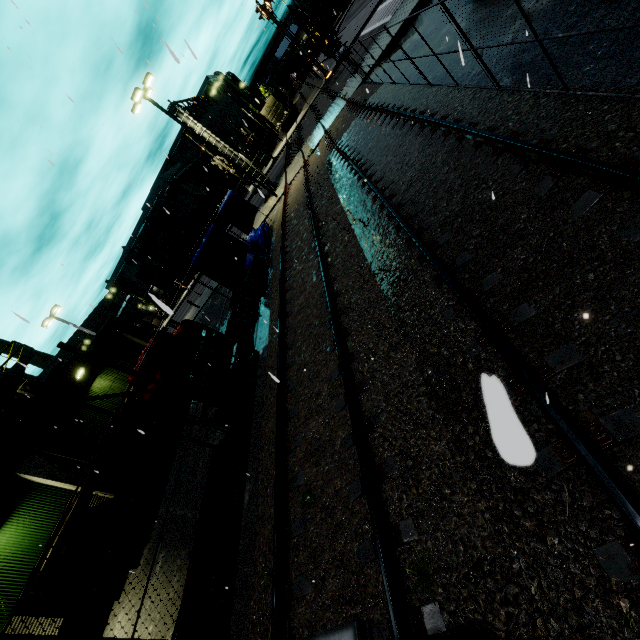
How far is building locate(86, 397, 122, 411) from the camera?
14.6m

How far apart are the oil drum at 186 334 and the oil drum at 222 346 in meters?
0.4 m

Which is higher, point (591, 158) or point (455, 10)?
point (591, 158)

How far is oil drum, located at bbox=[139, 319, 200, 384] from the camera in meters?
8.1

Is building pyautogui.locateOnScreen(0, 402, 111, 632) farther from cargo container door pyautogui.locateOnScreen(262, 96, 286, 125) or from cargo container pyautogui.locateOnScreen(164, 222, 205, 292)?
cargo container door pyautogui.locateOnScreen(262, 96, 286, 125)

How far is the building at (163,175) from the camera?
45.2 meters

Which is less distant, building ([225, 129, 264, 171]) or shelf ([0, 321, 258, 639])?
shelf ([0, 321, 258, 639])

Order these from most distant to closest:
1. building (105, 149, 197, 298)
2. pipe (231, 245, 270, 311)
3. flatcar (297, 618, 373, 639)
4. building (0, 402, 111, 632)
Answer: building (105, 149, 197, 298)
pipe (231, 245, 270, 311)
building (0, 402, 111, 632)
flatcar (297, 618, 373, 639)
